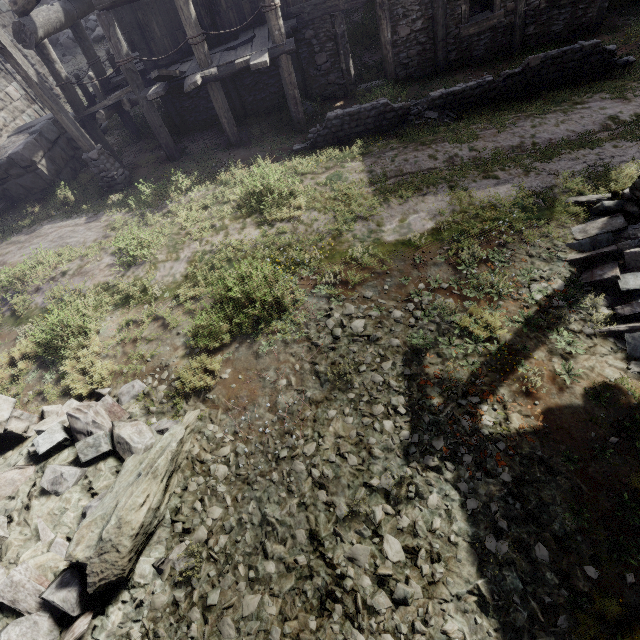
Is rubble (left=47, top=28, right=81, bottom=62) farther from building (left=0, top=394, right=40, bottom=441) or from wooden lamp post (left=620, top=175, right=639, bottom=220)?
wooden lamp post (left=620, top=175, right=639, bottom=220)

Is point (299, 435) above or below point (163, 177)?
below

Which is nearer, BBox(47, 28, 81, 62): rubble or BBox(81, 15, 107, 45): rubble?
BBox(47, 28, 81, 62): rubble

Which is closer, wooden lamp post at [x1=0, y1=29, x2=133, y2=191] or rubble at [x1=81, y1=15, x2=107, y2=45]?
wooden lamp post at [x1=0, y1=29, x2=133, y2=191]

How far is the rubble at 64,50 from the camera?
19.47m

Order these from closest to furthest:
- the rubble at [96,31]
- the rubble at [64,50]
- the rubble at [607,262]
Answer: the rubble at [607,262], the rubble at [64,50], the rubble at [96,31]

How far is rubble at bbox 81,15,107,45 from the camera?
20.06m
